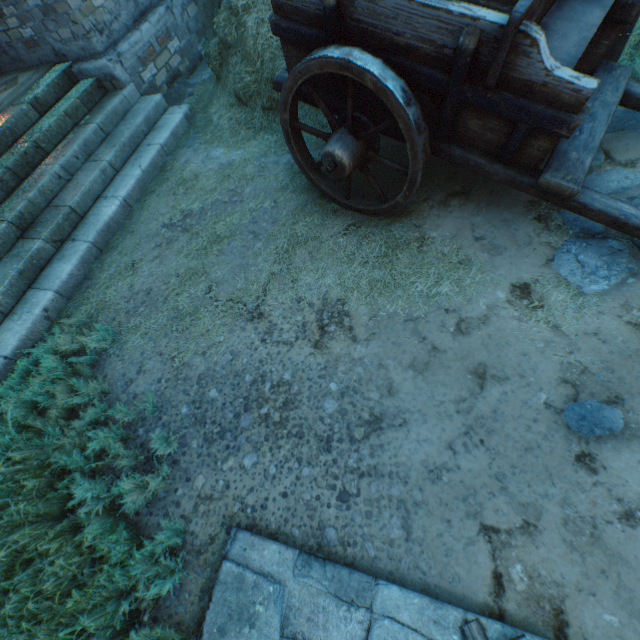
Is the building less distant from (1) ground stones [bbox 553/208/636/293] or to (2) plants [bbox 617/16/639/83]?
(2) plants [bbox 617/16/639/83]

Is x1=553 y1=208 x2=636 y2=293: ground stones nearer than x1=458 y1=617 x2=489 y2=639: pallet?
No

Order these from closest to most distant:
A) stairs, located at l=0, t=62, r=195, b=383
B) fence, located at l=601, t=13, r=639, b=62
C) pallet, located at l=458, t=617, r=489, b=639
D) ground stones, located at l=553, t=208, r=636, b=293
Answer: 1. pallet, located at l=458, t=617, r=489, b=639
2. ground stones, located at l=553, t=208, r=636, b=293
3. fence, located at l=601, t=13, r=639, b=62
4. stairs, located at l=0, t=62, r=195, b=383

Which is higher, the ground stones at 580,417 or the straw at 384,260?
the ground stones at 580,417

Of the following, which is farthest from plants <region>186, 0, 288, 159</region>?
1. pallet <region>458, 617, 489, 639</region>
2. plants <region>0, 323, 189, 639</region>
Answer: pallet <region>458, 617, 489, 639</region>

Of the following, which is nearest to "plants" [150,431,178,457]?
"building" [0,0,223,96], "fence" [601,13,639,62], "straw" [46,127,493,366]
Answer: "straw" [46,127,493,366]

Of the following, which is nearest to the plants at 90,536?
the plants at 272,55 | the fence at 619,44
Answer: the plants at 272,55

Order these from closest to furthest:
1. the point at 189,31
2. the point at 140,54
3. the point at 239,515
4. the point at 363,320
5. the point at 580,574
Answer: the point at 580,574
the point at 239,515
the point at 363,320
the point at 140,54
the point at 189,31
